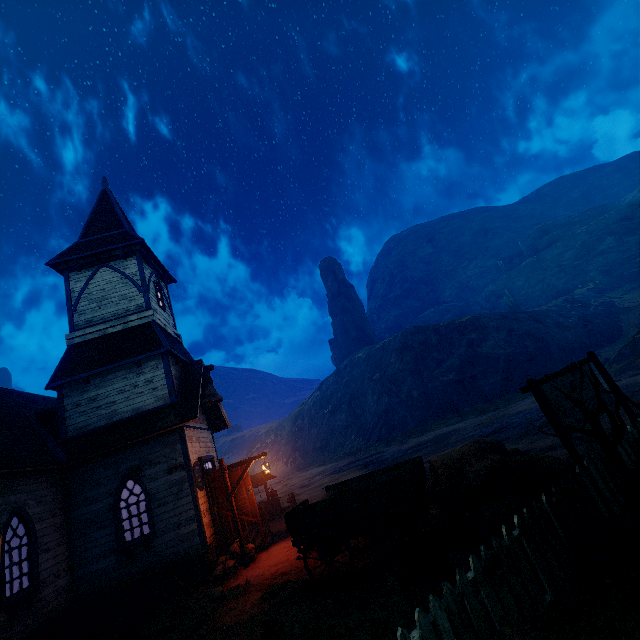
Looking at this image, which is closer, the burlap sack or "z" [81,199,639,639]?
"z" [81,199,639,639]

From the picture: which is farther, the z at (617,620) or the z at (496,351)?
the z at (496,351)

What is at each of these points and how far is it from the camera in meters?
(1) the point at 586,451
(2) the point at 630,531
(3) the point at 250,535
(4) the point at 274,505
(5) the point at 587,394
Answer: (1) z, 8.7 m
(2) instancedfoliageactor, 4.6 m
(3) building, 12.2 m
(4) well, 17.1 m
(5) sign, 7.8 m

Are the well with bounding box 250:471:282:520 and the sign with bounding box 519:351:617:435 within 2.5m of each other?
no

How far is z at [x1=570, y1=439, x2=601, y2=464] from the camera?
8.15m

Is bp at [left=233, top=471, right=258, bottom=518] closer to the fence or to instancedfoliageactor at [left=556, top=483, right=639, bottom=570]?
instancedfoliageactor at [left=556, top=483, right=639, bottom=570]

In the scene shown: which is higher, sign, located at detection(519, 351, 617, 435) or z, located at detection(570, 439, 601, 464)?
sign, located at detection(519, 351, 617, 435)

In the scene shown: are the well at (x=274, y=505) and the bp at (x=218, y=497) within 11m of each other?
yes
